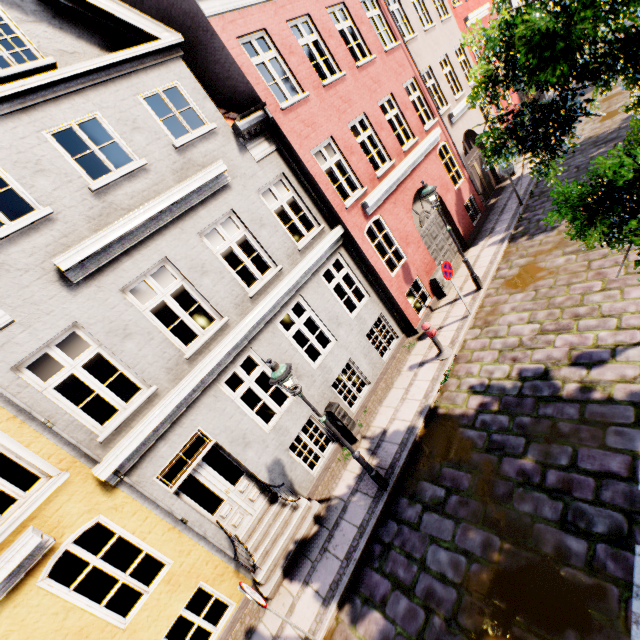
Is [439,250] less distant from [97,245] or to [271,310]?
[271,310]

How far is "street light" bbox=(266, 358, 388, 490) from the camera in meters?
5.6

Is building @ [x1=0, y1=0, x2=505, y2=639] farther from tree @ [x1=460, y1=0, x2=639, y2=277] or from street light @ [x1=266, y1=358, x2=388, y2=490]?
tree @ [x1=460, y1=0, x2=639, y2=277]

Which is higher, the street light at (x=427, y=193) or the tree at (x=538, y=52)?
the tree at (x=538, y=52)

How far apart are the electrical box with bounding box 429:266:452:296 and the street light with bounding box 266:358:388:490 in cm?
690

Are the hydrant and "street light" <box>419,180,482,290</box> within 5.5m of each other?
yes

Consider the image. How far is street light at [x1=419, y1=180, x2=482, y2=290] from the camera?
9.1m

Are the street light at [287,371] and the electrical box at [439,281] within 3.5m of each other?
no
